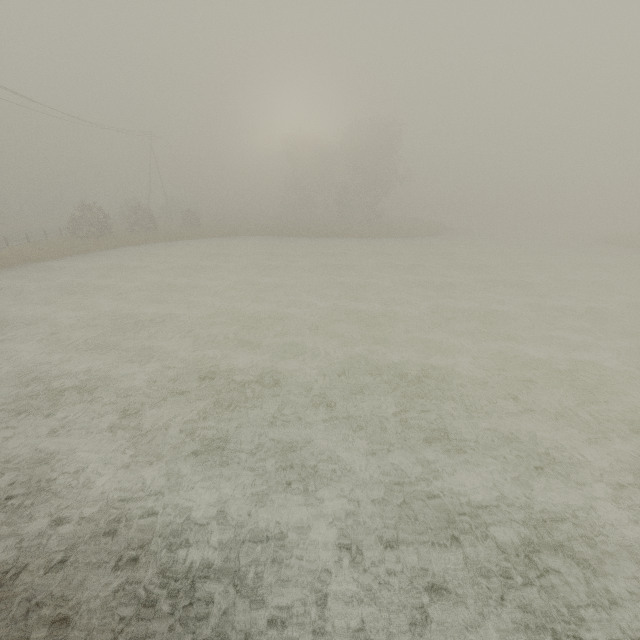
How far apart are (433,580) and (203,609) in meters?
3.3 m
